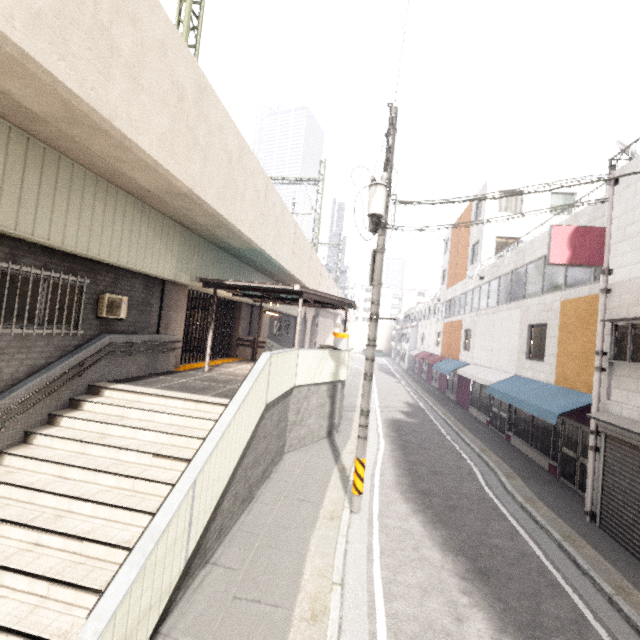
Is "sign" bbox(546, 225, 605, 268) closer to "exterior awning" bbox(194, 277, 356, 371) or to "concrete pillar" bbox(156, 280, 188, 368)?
"exterior awning" bbox(194, 277, 356, 371)

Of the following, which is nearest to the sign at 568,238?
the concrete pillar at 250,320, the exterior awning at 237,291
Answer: the exterior awning at 237,291

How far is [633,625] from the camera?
5.02m

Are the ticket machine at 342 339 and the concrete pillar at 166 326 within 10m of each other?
yes

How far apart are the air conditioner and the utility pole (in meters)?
6.37

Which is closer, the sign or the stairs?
the stairs

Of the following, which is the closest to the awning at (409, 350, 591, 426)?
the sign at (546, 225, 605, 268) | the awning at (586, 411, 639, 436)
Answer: the awning at (586, 411, 639, 436)

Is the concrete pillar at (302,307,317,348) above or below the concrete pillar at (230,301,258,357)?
above
